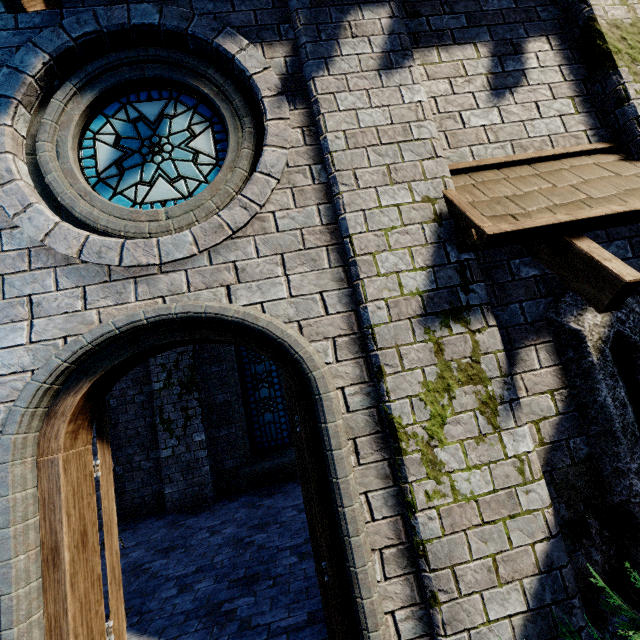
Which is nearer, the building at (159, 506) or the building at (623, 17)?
the building at (623, 17)

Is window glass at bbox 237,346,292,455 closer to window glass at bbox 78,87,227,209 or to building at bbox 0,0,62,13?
building at bbox 0,0,62,13

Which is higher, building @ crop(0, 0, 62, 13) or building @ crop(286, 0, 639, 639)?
building @ crop(0, 0, 62, 13)

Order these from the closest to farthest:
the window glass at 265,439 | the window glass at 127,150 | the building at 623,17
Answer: the building at 623,17 < the window glass at 127,150 < the window glass at 265,439

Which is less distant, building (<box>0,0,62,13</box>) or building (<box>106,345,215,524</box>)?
building (<box>0,0,62,13</box>)

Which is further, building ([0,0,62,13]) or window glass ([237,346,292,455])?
window glass ([237,346,292,455])

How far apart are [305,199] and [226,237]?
0.7 meters

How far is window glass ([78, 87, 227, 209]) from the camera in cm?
285
